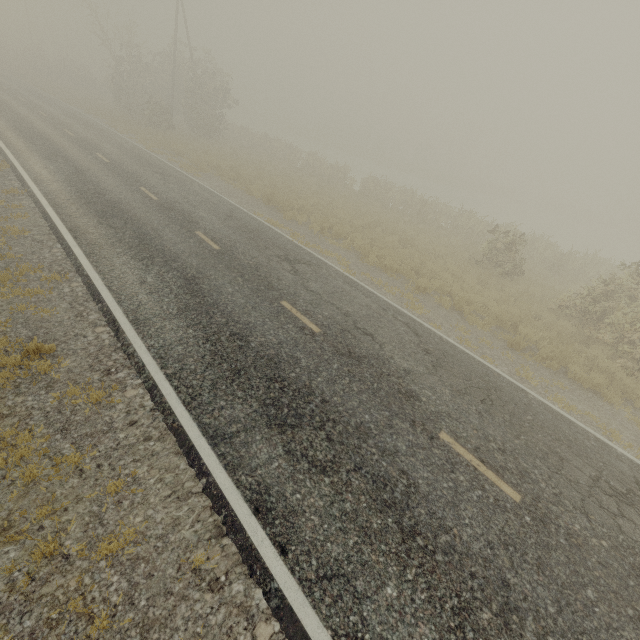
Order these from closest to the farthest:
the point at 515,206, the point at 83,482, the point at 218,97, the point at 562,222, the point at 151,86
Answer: the point at 83,482, the point at 218,97, the point at 151,86, the point at 562,222, the point at 515,206
